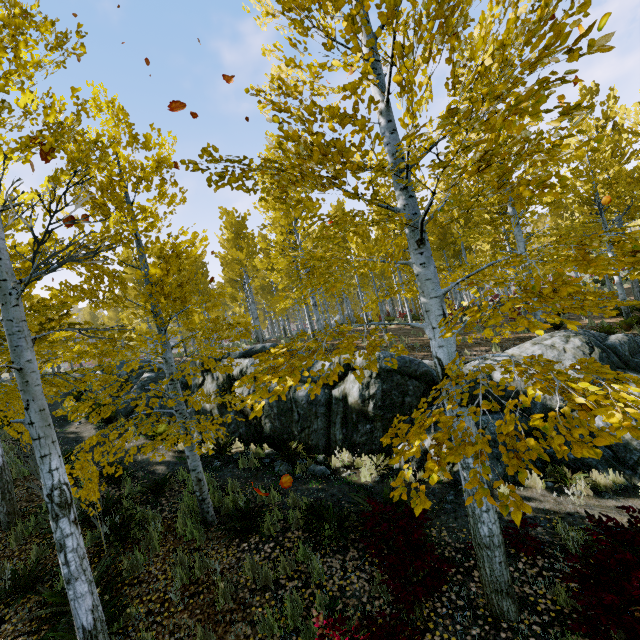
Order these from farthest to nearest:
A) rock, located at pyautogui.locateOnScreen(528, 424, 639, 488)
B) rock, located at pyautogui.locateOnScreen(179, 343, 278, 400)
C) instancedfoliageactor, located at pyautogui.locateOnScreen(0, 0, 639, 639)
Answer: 1. rock, located at pyautogui.locateOnScreen(179, 343, 278, 400)
2. rock, located at pyautogui.locateOnScreen(528, 424, 639, 488)
3. instancedfoliageactor, located at pyautogui.locateOnScreen(0, 0, 639, 639)

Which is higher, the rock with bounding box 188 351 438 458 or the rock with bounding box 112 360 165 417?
the rock with bounding box 112 360 165 417

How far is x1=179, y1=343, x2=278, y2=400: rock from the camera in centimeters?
1031cm

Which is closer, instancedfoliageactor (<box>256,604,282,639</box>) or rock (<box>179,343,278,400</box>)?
instancedfoliageactor (<box>256,604,282,639</box>)

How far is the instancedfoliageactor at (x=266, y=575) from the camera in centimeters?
506cm

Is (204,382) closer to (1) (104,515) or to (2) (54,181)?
(1) (104,515)

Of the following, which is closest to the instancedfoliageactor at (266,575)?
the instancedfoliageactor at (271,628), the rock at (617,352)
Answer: the rock at (617,352)

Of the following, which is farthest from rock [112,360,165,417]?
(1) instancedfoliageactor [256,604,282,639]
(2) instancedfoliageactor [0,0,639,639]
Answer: (1) instancedfoliageactor [256,604,282,639]
